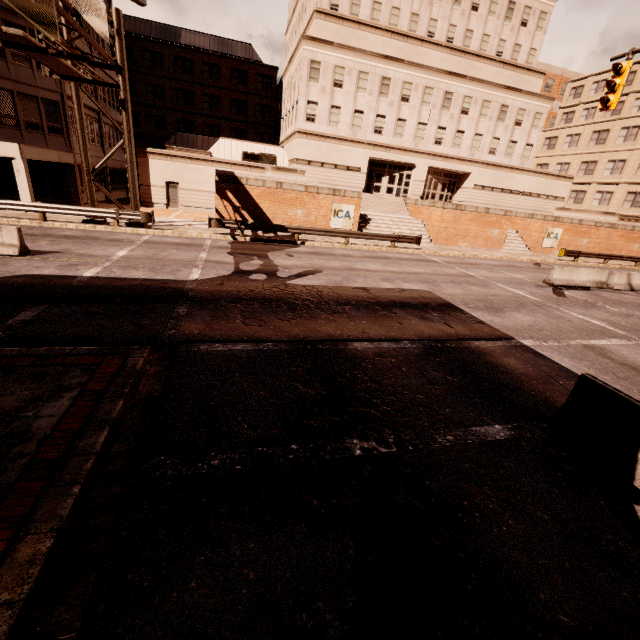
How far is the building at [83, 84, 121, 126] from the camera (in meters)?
28.20

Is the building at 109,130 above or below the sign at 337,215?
above

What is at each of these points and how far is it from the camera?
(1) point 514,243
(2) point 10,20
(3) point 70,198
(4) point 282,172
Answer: (1) bp, 29.83m
(2) building, 19.80m
(3) building, 25.30m
(4) planter, 22.94m

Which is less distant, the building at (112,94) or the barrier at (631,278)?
the barrier at (631,278)

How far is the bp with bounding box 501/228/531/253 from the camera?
29.2m

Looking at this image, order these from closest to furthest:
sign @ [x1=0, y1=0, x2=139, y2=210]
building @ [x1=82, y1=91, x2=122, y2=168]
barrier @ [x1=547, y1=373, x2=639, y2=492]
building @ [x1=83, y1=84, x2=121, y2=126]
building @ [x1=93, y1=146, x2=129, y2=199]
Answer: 1. barrier @ [x1=547, y1=373, x2=639, y2=492]
2. sign @ [x1=0, y1=0, x2=139, y2=210]
3. building @ [x1=82, y1=91, x2=122, y2=168]
4. building @ [x1=83, y1=84, x2=121, y2=126]
5. building @ [x1=93, y1=146, x2=129, y2=199]
